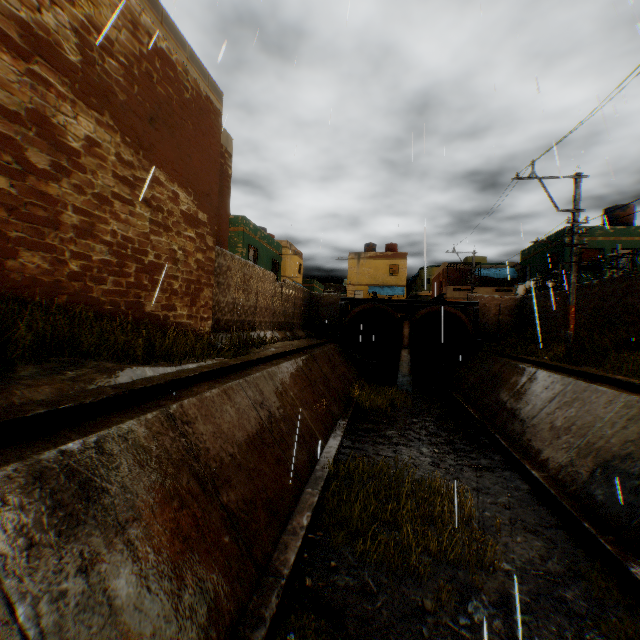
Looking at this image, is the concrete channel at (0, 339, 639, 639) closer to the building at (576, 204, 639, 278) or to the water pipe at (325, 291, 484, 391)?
the water pipe at (325, 291, 484, 391)

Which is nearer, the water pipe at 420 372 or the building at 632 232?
the water pipe at 420 372

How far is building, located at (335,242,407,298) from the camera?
37.88m

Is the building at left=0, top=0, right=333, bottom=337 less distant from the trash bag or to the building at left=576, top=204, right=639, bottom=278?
the building at left=576, top=204, right=639, bottom=278

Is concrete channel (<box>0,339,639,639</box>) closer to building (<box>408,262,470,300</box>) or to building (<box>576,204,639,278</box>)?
building (<box>408,262,470,300</box>)

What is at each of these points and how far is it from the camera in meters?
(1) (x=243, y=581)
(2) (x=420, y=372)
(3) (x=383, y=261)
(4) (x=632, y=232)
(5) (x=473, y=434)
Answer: (1) concrete channel, 3.7 m
(2) water pipe, 20.1 m
(3) building, 38.4 m
(4) building, 20.0 m
(5) trash bag, 10.5 m

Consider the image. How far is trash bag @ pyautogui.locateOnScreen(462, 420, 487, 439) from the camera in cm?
1046

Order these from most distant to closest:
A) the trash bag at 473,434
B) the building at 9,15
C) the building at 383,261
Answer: the building at 383,261 < the trash bag at 473,434 < the building at 9,15
